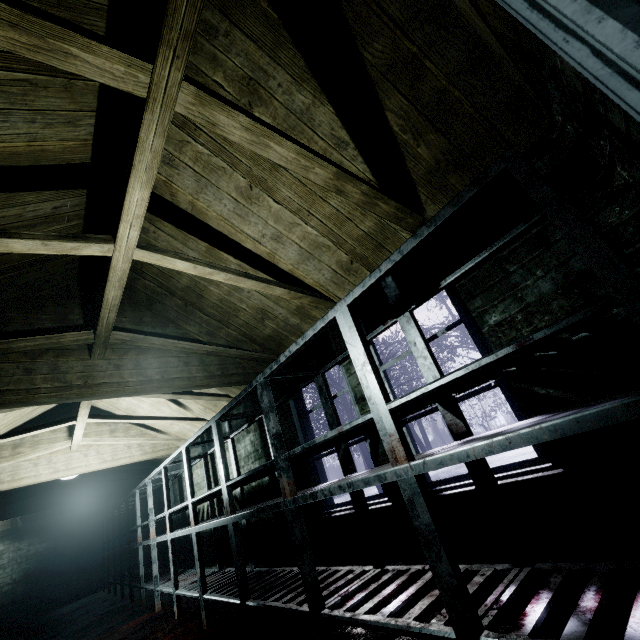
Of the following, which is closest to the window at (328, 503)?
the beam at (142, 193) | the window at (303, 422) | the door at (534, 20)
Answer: the window at (303, 422)

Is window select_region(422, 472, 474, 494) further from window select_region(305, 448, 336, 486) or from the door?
the door

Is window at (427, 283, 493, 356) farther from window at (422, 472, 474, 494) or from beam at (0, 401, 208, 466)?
beam at (0, 401, 208, 466)

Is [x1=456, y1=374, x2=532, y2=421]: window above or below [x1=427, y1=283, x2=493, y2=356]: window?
below

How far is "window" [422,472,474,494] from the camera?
1.8 meters

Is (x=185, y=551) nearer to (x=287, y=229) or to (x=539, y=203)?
(x=287, y=229)

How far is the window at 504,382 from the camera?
1.62m

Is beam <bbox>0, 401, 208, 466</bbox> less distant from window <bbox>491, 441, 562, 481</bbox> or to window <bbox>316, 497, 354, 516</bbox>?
window <bbox>316, 497, 354, 516</bbox>
